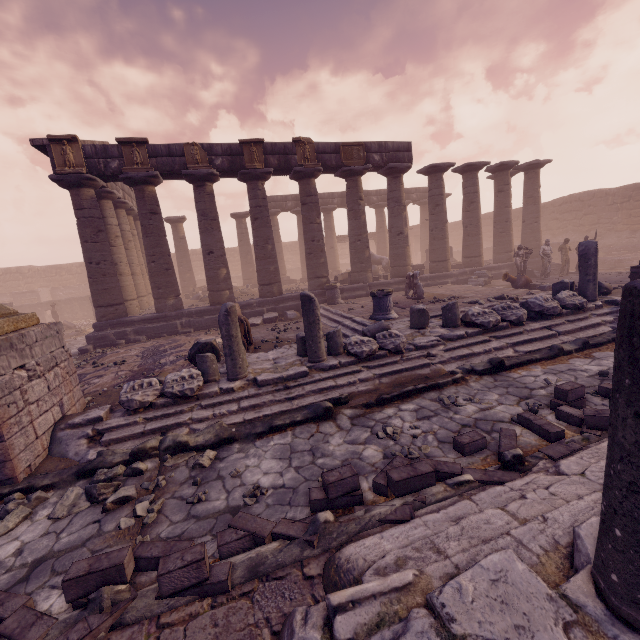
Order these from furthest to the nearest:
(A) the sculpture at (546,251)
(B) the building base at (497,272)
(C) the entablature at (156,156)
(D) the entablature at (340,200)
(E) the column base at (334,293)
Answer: (D) the entablature at (340,200) → (B) the building base at (497,272) → (A) the sculpture at (546,251) → (E) the column base at (334,293) → (C) the entablature at (156,156)

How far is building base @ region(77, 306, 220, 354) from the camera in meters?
12.3

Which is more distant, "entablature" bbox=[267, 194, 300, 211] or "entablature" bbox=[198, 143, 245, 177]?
"entablature" bbox=[267, 194, 300, 211]

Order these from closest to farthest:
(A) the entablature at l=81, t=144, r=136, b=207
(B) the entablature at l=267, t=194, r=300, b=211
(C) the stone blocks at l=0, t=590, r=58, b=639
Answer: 1. (C) the stone blocks at l=0, t=590, r=58, b=639
2. (A) the entablature at l=81, t=144, r=136, b=207
3. (B) the entablature at l=267, t=194, r=300, b=211

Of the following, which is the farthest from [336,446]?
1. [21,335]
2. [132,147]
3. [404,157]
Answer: [404,157]

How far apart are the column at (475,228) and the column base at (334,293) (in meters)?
8.06

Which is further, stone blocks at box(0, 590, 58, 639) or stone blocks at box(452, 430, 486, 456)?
stone blocks at box(452, 430, 486, 456)
